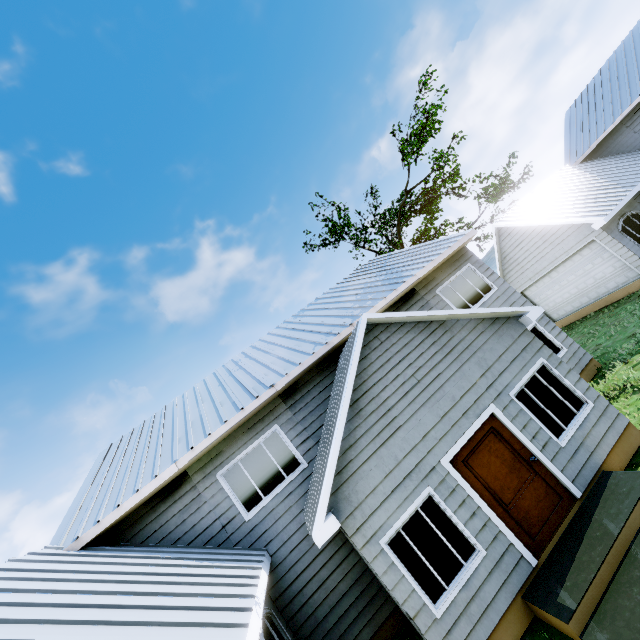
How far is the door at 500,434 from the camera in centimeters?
594cm

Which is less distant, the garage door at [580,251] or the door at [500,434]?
the door at [500,434]

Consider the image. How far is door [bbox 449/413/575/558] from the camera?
5.9m

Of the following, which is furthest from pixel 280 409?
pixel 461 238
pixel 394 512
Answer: pixel 461 238

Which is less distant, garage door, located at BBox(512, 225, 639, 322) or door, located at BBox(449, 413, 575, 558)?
door, located at BBox(449, 413, 575, 558)
